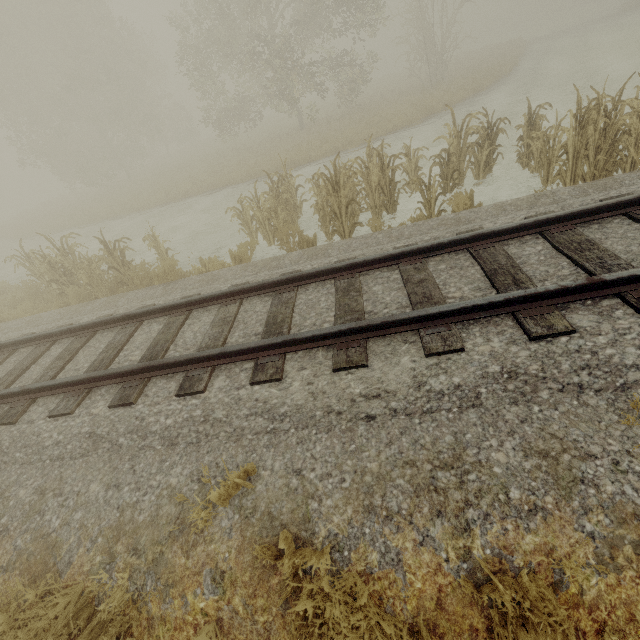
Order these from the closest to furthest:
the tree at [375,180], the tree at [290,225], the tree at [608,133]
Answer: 1. the tree at [608,133]
2. the tree at [375,180]
3. the tree at [290,225]

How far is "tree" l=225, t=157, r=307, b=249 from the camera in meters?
8.1 m

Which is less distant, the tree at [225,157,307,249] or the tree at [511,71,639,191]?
the tree at [511,71,639,191]

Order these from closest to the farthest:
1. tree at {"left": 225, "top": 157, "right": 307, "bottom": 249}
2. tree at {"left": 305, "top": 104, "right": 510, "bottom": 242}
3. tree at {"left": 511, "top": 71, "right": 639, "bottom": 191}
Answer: tree at {"left": 511, "top": 71, "right": 639, "bottom": 191} < tree at {"left": 305, "top": 104, "right": 510, "bottom": 242} < tree at {"left": 225, "top": 157, "right": 307, "bottom": 249}

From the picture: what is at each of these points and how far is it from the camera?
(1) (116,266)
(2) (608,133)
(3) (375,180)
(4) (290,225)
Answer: (1) tree, 8.39m
(2) tree, 5.88m
(3) tree, 7.77m
(4) tree, 7.28m

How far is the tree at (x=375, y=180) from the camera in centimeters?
690cm

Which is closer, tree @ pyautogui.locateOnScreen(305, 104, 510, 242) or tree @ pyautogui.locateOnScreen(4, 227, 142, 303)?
tree @ pyautogui.locateOnScreen(305, 104, 510, 242)
